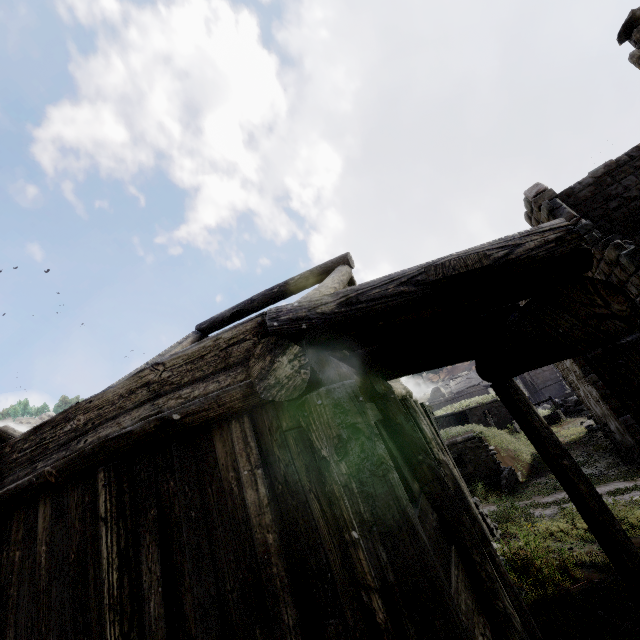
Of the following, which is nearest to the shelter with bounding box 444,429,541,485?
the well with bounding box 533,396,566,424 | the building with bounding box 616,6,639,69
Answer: the building with bounding box 616,6,639,69

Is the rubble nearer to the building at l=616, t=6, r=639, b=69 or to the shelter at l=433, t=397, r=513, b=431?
the building at l=616, t=6, r=639, b=69

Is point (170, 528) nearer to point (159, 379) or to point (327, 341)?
point (159, 379)

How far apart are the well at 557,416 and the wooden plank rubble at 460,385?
24.9 meters

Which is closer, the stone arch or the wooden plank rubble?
the stone arch

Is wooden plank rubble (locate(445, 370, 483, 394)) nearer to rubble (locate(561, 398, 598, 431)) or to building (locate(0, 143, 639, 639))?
building (locate(0, 143, 639, 639))

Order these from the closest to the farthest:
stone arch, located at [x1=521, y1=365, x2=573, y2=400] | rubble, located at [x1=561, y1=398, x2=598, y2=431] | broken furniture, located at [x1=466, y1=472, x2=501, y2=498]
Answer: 1. broken furniture, located at [x1=466, y1=472, x2=501, y2=498]
2. rubble, located at [x1=561, y1=398, x2=598, y2=431]
3. stone arch, located at [x1=521, y1=365, x2=573, y2=400]

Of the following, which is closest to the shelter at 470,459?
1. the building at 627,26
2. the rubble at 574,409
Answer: the building at 627,26
